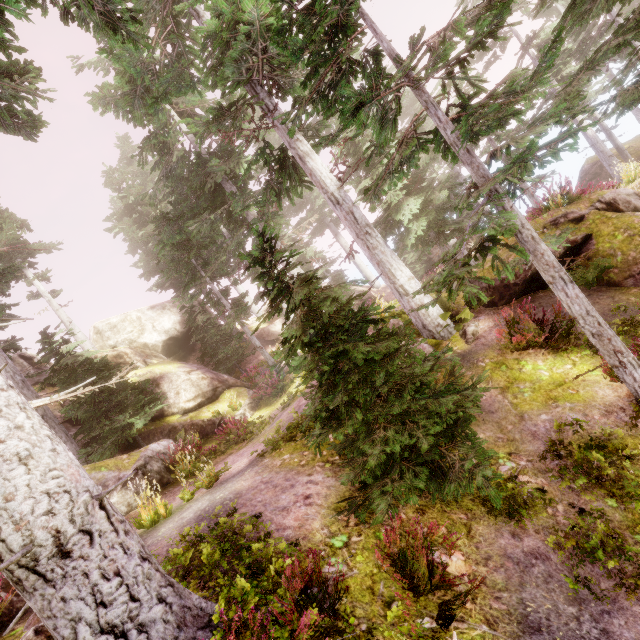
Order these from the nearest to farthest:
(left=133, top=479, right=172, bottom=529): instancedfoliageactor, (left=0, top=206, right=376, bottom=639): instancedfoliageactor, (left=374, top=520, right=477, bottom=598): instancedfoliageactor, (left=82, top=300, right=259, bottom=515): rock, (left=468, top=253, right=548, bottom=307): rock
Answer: (left=0, top=206, right=376, bottom=639): instancedfoliageactor, (left=374, top=520, right=477, bottom=598): instancedfoliageactor, (left=133, top=479, right=172, bottom=529): instancedfoliageactor, (left=468, top=253, right=548, bottom=307): rock, (left=82, top=300, right=259, bottom=515): rock

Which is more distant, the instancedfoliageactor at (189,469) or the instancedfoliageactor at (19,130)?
the instancedfoliageactor at (189,469)

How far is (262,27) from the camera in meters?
7.4 m

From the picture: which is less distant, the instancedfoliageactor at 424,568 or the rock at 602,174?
the instancedfoliageactor at 424,568

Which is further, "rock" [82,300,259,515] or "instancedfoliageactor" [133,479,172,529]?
"rock" [82,300,259,515]

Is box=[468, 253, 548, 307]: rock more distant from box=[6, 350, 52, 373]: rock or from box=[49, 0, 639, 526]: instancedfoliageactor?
box=[6, 350, 52, 373]: rock

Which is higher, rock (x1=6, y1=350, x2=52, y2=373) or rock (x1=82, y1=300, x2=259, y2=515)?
rock (x1=6, y1=350, x2=52, y2=373)

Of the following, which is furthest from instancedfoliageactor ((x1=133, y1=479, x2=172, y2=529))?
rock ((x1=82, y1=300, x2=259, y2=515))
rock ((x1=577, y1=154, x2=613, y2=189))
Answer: rock ((x1=577, y1=154, x2=613, y2=189))
